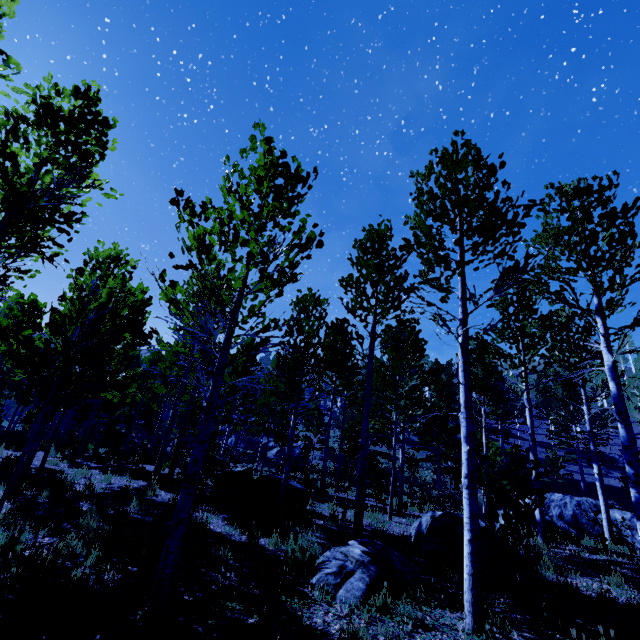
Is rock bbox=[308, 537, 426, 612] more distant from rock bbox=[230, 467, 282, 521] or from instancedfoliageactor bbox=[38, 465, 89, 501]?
rock bbox=[230, 467, 282, 521]

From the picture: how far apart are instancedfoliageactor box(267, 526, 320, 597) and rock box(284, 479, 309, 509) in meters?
3.9 m

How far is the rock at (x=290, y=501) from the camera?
9.39m

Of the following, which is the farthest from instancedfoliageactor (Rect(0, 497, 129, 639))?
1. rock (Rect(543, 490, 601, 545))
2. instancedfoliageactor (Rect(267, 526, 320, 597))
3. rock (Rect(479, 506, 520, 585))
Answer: rock (Rect(543, 490, 601, 545))

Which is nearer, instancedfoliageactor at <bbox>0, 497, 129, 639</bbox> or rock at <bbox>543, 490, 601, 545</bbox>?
instancedfoliageactor at <bbox>0, 497, 129, 639</bbox>

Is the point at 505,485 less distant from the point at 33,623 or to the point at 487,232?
the point at 487,232

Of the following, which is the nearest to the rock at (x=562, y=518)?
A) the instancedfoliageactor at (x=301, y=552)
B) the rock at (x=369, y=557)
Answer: the rock at (x=369, y=557)
